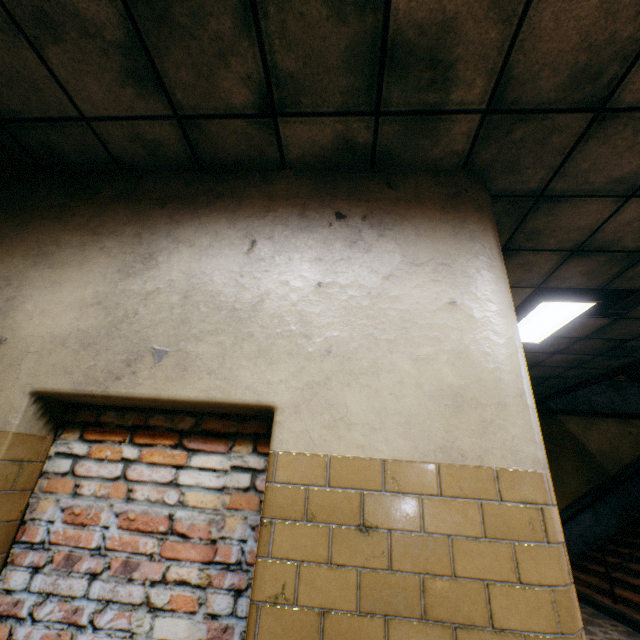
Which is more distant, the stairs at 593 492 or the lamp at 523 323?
the stairs at 593 492

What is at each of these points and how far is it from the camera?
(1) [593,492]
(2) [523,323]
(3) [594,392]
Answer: (1) stairs, 8.1 meters
(2) lamp, 4.5 meters
(3) stairs, 9.1 meters

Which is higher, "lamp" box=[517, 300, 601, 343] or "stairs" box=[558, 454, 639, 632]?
"lamp" box=[517, 300, 601, 343]

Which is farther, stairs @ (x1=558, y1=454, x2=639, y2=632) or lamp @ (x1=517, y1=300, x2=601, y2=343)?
stairs @ (x1=558, y1=454, x2=639, y2=632)

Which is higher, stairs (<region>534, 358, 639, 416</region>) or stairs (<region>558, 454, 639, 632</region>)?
stairs (<region>534, 358, 639, 416</region>)

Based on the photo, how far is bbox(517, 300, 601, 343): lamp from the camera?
3.9 meters

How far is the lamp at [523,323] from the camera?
3.9m
